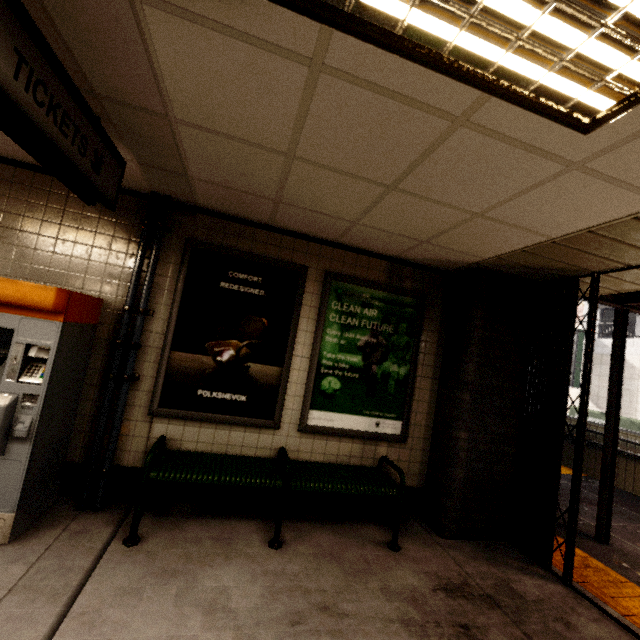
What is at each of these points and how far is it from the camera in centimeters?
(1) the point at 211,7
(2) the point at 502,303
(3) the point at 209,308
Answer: (1) storm drain, 125cm
(2) concrete pillar, 374cm
(3) sign, 329cm

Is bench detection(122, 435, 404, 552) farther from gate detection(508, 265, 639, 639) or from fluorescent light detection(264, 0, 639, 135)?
fluorescent light detection(264, 0, 639, 135)

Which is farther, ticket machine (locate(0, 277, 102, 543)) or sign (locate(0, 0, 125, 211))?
ticket machine (locate(0, 277, 102, 543))

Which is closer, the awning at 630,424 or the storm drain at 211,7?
the storm drain at 211,7

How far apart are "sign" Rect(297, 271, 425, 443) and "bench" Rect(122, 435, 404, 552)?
0.19m

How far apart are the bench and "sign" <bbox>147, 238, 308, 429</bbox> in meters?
0.2 m

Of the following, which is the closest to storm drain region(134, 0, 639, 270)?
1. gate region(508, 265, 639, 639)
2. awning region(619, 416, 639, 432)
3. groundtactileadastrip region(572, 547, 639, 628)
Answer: gate region(508, 265, 639, 639)

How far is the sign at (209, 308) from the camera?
3.2m
